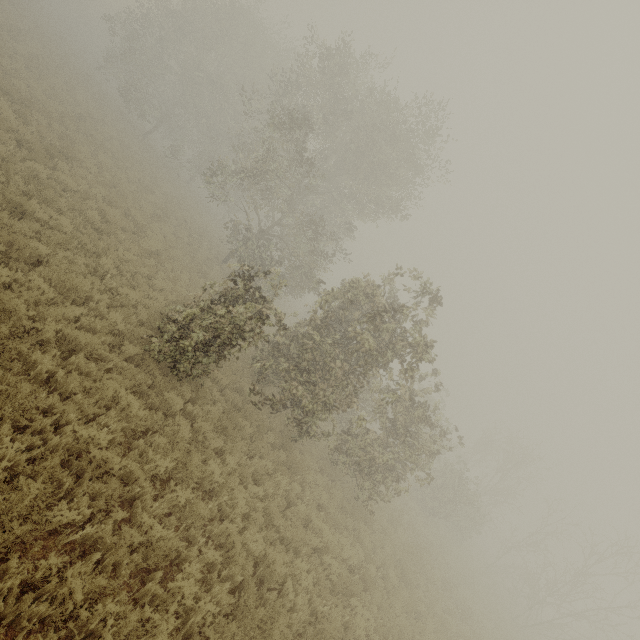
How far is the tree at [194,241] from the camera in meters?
19.5

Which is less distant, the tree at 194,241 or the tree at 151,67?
the tree at 151,67

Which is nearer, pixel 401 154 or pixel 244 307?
pixel 244 307

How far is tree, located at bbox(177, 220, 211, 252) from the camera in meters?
19.5 m

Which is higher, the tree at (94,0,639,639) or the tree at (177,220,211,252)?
the tree at (94,0,639,639)

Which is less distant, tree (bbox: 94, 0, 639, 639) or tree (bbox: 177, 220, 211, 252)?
tree (bbox: 94, 0, 639, 639)
